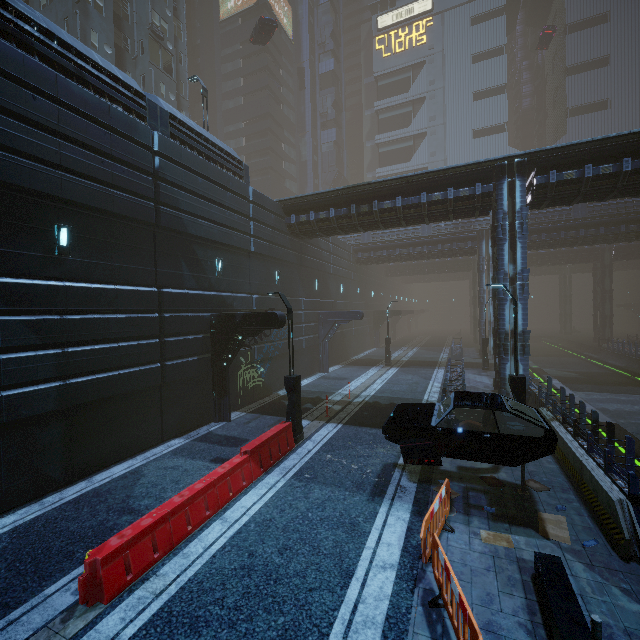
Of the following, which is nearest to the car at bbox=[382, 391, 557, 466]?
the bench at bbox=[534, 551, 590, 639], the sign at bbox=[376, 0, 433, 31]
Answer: the bench at bbox=[534, 551, 590, 639]

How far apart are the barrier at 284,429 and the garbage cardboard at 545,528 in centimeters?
694cm

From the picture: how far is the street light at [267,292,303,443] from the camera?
11.8m

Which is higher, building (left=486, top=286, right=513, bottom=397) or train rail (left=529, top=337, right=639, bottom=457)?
building (left=486, top=286, right=513, bottom=397)

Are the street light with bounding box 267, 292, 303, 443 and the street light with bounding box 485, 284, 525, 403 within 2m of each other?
no

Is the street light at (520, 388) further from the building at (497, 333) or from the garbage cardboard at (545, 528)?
the garbage cardboard at (545, 528)

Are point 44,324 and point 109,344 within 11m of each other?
yes

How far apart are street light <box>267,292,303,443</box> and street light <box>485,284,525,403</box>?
6.9 meters
